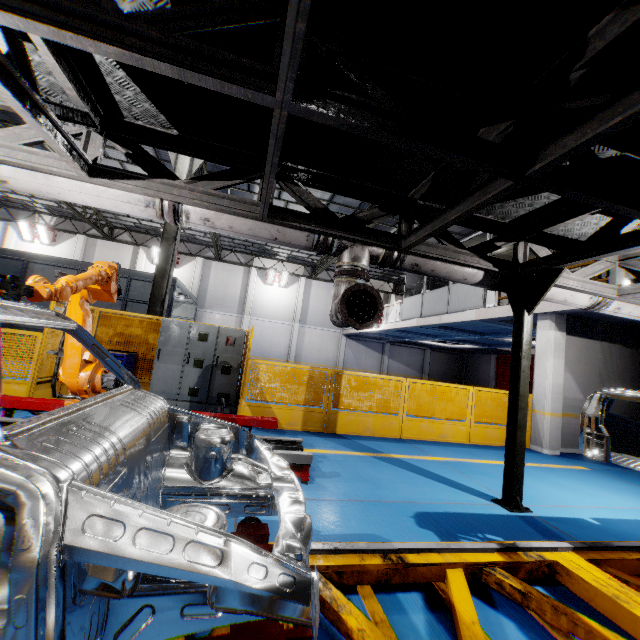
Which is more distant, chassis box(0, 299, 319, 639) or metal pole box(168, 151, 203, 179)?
metal pole box(168, 151, 203, 179)

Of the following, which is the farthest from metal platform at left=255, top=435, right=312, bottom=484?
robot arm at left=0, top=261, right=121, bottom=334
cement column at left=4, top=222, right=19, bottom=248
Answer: cement column at left=4, top=222, right=19, bottom=248

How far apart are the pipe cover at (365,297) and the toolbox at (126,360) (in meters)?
6.12

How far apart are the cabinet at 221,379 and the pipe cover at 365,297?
4.98m

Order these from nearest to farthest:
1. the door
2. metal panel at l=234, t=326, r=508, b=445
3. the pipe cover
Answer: the pipe cover → metal panel at l=234, t=326, r=508, b=445 → the door

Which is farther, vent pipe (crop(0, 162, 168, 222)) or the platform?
vent pipe (crop(0, 162, 168, 222))

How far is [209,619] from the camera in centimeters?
139cm

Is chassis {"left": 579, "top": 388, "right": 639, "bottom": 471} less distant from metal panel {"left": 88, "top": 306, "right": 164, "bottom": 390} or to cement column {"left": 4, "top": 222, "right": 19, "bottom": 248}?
metal panel {"left": 88, "top": 306, "right": 164, "bottom": 390}
